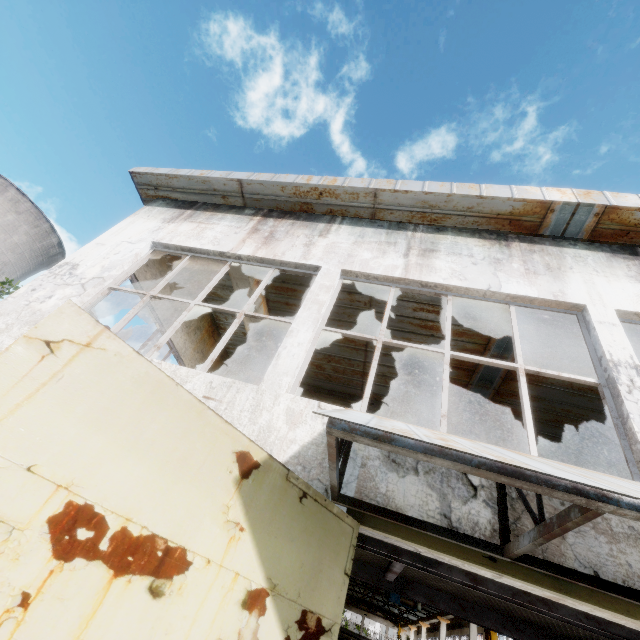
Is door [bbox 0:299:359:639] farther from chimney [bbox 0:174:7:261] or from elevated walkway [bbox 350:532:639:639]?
chimney [bbox 0:174:7:261]

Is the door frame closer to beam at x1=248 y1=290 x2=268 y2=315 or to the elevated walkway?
the elevated walkway

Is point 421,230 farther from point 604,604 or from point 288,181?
point 604,604

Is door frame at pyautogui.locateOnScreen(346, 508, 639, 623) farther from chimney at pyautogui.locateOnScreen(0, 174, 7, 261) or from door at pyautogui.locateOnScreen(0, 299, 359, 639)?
chimney at pyautogui.locateOnScreen(0, 174, 7, 261)

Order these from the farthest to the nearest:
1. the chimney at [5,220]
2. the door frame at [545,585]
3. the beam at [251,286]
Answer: the chimney at [5,220] → the beam at [251,286] → the door frame at [545,585]

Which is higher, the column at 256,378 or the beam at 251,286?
the beam at 251,286

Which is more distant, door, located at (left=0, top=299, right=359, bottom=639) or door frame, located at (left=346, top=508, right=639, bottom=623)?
door frame, located at (left=346, top=508, right=639, bottom=623)

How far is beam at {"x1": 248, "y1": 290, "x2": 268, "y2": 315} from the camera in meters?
7.4 m
